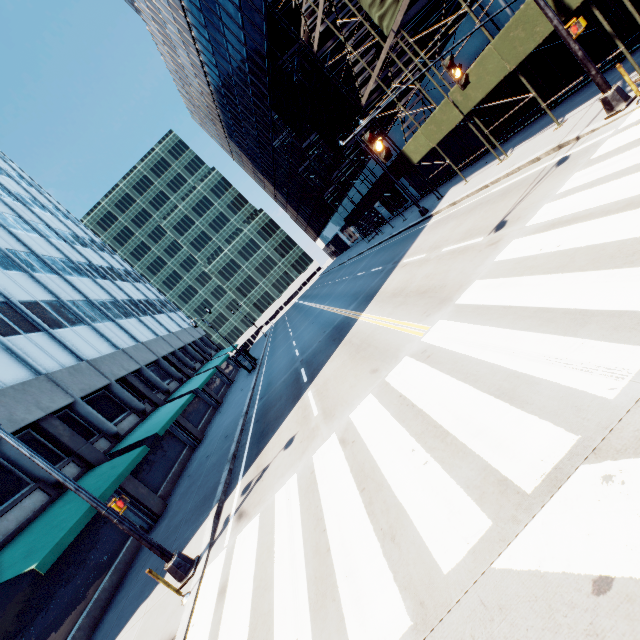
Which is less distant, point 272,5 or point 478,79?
point 478,79

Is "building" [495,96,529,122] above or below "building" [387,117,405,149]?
below

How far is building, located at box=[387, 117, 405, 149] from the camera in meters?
24.0 m

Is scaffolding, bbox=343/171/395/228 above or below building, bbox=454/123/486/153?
above

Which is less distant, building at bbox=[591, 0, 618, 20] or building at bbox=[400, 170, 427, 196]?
building at bbox=[591, 0, 618, 20]

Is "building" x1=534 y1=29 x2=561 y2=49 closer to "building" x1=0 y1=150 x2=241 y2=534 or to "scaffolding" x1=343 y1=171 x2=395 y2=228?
"scaffolding" x1=343 y1=171 x2=395 y2=228

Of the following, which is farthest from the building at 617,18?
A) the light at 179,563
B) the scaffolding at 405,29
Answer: the light at 179,563

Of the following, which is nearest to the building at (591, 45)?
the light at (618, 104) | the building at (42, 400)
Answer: the light at (618, 104)
